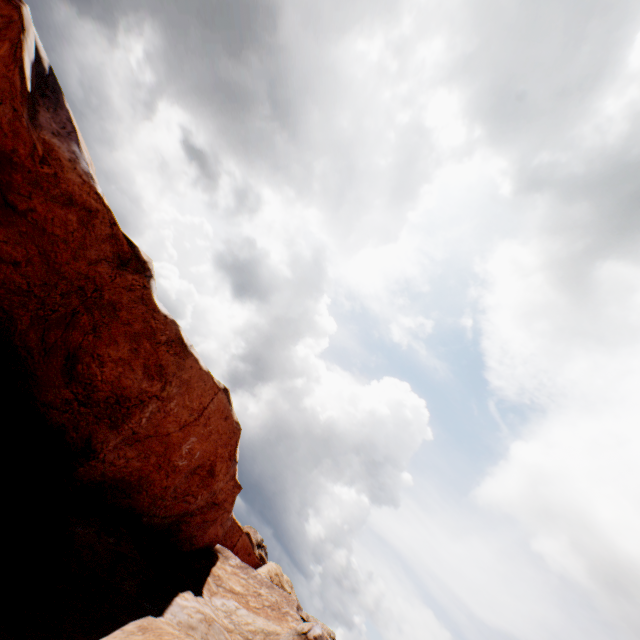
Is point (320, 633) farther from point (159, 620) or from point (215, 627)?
point (159, 620)
